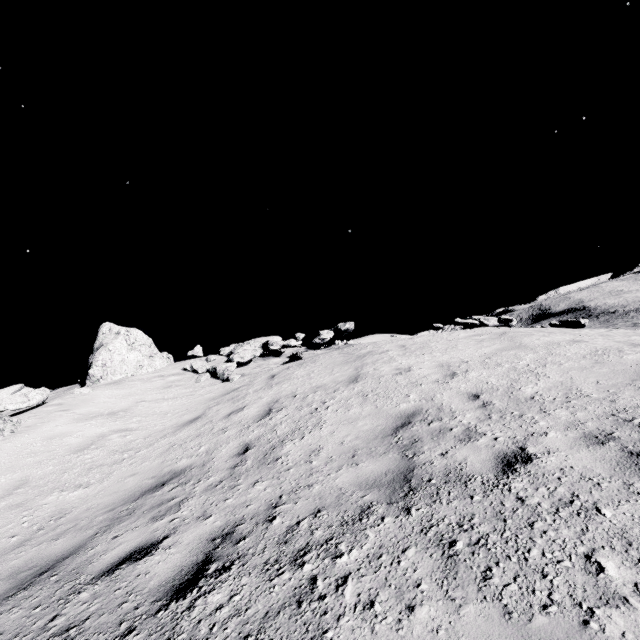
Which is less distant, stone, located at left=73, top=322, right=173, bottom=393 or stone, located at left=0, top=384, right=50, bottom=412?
stone, located at left=0, top=384, right=50, bottom=412

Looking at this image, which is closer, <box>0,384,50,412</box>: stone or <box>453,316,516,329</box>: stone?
<box>0,384,50,412</box>: stone

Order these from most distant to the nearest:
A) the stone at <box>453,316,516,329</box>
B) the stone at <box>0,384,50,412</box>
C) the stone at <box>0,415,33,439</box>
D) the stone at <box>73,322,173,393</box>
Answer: the stone at <box>73,322,173,393</box>, the stone at <box>453,316,516,329</box>, the stone at <box>0,384,50,412</box>, the stone at <box>0,415,33,439</box>

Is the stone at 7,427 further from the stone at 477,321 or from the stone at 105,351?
the stone at 477,321

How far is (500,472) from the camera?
3.2m

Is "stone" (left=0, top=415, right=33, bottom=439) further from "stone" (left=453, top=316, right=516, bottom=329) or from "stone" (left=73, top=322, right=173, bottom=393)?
"stone" (left=453, top=316, right=516, bottom=329)

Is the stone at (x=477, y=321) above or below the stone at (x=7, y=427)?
below

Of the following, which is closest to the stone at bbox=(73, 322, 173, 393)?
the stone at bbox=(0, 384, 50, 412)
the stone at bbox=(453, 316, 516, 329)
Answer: the stone at bbox=(0, 384, 50, 412)
